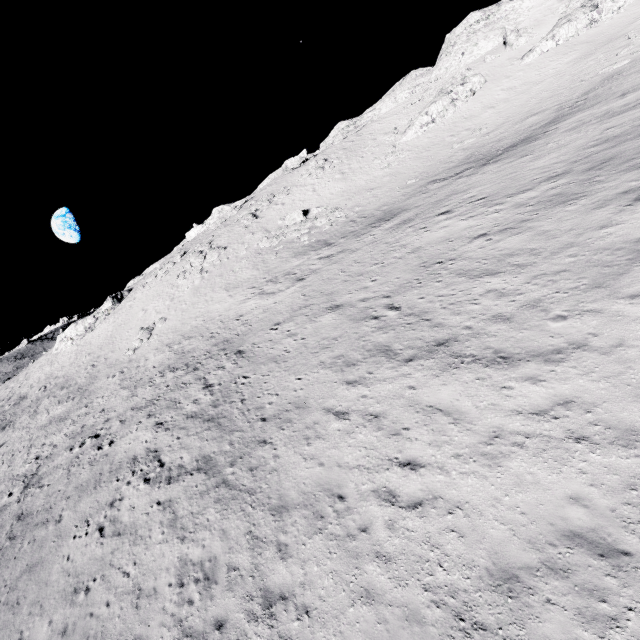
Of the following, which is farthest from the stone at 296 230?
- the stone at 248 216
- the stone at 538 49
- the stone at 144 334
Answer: the stone at 538 49

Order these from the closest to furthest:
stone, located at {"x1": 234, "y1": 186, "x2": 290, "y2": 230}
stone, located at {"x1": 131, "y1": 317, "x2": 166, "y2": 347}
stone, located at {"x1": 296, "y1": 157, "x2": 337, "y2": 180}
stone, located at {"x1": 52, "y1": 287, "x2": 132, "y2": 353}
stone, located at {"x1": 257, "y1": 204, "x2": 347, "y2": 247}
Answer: stone, located at {"x1": 131, "y1": 317, "x2": 166, "y2": 347}
stone, located at {"x1": 257, "y1": 204, "x2": 347, "y2": 247}
stone, located at {"x1": 234, "y1": 186, "x2": 290, "y2": 230}
stone, located at {"x1": 296, "y1": 157, "x2": 337, "y2": 180}
stone, located at {"x1": 52, "y1": 287, "x2": 132, "y2": 353}

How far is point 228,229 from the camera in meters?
45.8

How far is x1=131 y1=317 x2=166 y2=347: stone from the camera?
33.42m

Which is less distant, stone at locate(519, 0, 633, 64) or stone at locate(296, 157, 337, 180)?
stone at locate(519, 0, 633, 64)

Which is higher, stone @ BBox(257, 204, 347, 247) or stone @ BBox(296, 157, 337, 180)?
stone @ BBox(296, 157, 337, 180)

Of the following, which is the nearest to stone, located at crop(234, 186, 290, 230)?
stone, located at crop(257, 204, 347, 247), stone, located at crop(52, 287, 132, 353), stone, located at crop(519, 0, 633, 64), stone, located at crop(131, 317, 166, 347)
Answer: stone, located at crop(257, 204, 347, 247)

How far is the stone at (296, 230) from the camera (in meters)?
34.93
